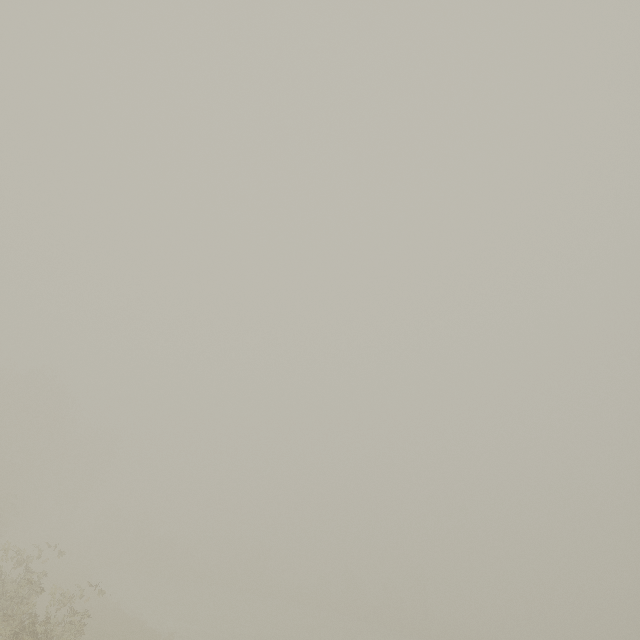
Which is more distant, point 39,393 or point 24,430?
point 39,393
